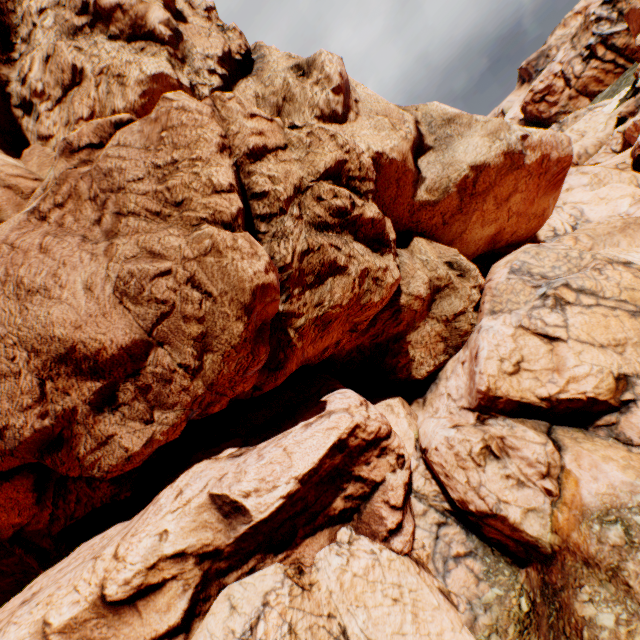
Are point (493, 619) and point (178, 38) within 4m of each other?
no
